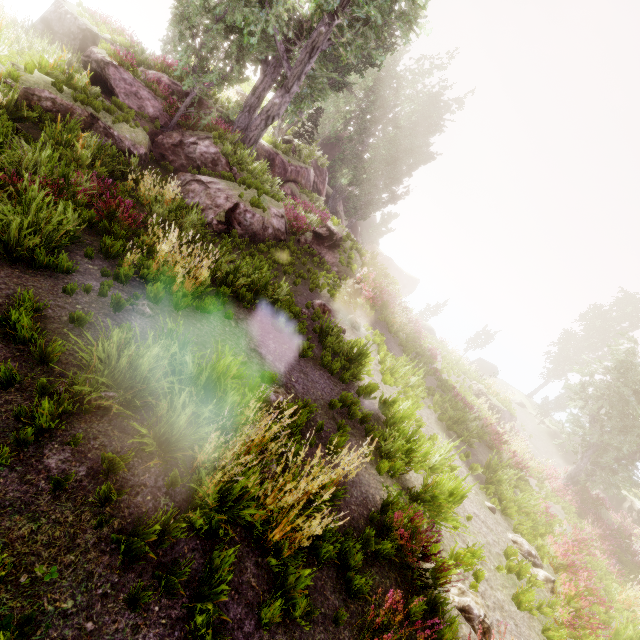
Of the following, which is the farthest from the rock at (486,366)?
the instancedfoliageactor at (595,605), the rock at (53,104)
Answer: the rock at (53,104)

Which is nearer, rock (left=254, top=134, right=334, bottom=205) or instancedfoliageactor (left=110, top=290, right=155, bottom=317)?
instancedfoliageactor (left=110, top=290, right=155, bottom=317)

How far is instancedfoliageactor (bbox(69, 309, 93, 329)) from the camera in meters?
4.4

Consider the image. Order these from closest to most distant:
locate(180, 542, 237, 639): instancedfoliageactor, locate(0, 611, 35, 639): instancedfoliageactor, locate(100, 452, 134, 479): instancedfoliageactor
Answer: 1. locate(0, 611, 35, 639): instancedfoliageactor
2. locate(180, 542, 237, 639): instancedfoliageactor
3. locate(100, 452, 134, 479): instancedfoliageactor

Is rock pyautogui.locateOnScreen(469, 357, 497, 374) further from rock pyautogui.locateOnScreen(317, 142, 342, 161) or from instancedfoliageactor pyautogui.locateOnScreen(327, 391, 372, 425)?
rock pyautogui.locateOnScreen(317, 142, 342, 161)

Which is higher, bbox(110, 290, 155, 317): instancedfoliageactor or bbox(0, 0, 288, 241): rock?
bbox(0, 0, 288, 241): rock

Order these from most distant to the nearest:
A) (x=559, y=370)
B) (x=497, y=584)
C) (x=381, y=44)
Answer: (x=559, y=370) < (x=381, y=44) < (x=497, y=584)
